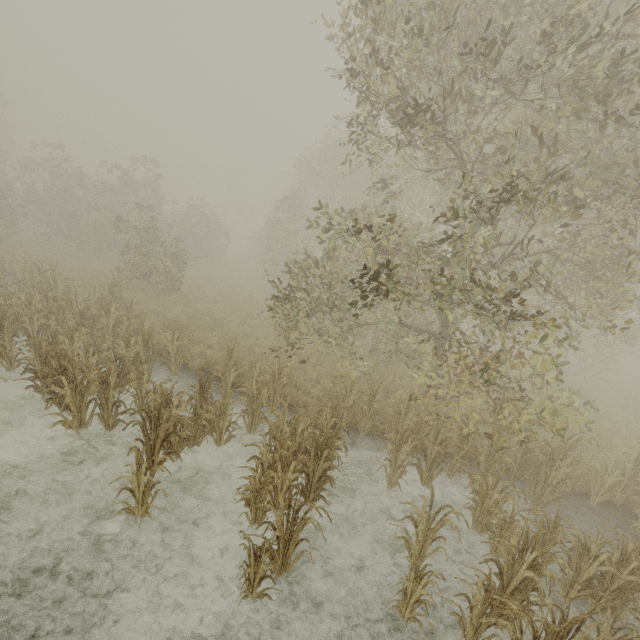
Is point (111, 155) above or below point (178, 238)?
above

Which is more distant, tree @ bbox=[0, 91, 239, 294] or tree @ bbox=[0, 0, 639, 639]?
tree @ bbox=[0, 91, 239, 294]

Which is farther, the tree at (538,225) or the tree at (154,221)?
the tree at (154,221)
